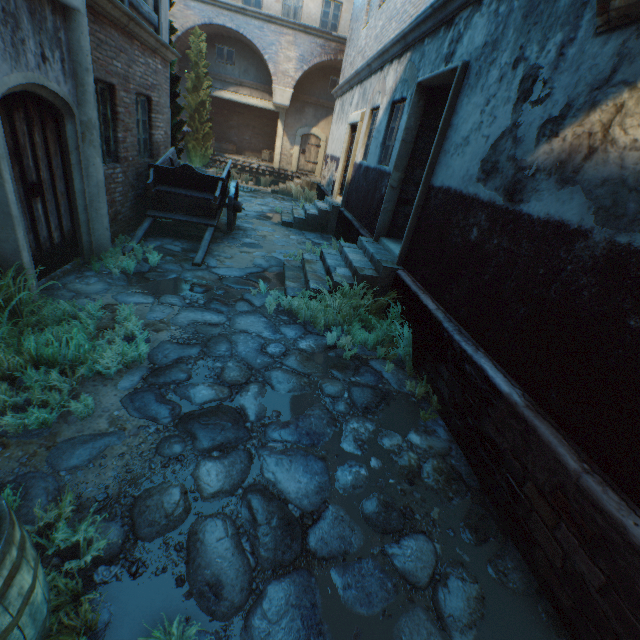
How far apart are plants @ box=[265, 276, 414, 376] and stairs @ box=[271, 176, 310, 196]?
12.6m

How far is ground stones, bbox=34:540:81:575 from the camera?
2.0m

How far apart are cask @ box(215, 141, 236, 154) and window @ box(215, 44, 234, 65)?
3.95m

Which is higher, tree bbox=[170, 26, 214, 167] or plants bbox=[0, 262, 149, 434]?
tree bbox=[170, 26, 214, 167]

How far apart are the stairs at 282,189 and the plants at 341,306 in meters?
12.6

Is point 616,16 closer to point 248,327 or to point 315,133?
point 248,327

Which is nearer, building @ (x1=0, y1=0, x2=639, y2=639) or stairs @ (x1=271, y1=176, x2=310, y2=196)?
building @ (x1=0, y1=0, x2=639, y2=639)

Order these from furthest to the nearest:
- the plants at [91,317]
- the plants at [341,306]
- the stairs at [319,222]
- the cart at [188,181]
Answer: the stairs at [319,222], the cart at [188,181], the plants at [341,306], the plants at [91,317]
